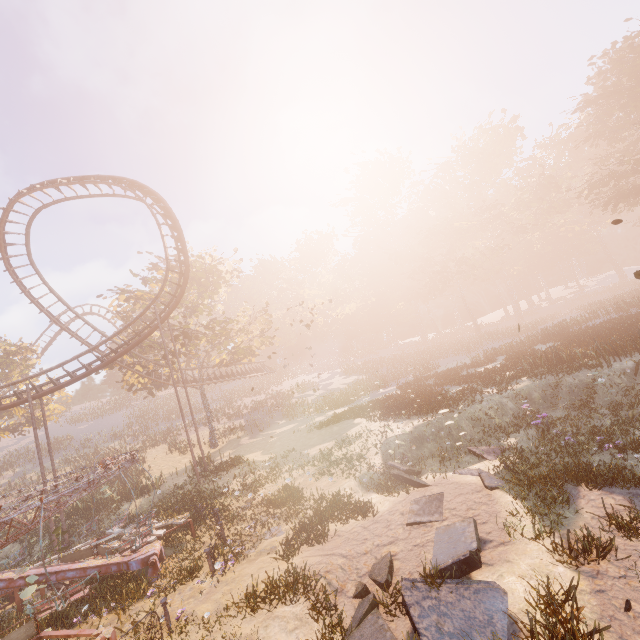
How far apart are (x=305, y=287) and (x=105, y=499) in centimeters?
4149cm

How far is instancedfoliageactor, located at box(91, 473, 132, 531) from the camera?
19.7 meters

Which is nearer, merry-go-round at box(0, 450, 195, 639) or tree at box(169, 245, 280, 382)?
merry-go-round at box(0, 450, 195, 639)

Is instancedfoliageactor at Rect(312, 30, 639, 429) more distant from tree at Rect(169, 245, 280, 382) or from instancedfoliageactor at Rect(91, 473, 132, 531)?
instancedfoliageactor at Rect(91, 473, 132, 531)

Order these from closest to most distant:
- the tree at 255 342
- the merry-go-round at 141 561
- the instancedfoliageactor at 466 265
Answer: the merry-go-round at 141 561
the instancedfoliageactor at 466 265
the tree at 255 342

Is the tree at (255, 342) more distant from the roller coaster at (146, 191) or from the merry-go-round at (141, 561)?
the merry-go-round at (141, 561)

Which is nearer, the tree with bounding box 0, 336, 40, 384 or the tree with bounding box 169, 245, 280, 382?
the tree with bounding box 169, 245, 280, 382

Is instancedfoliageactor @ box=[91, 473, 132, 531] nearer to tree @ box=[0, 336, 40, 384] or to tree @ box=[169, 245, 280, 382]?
tree @ box=[169, 245, 280, 382]
